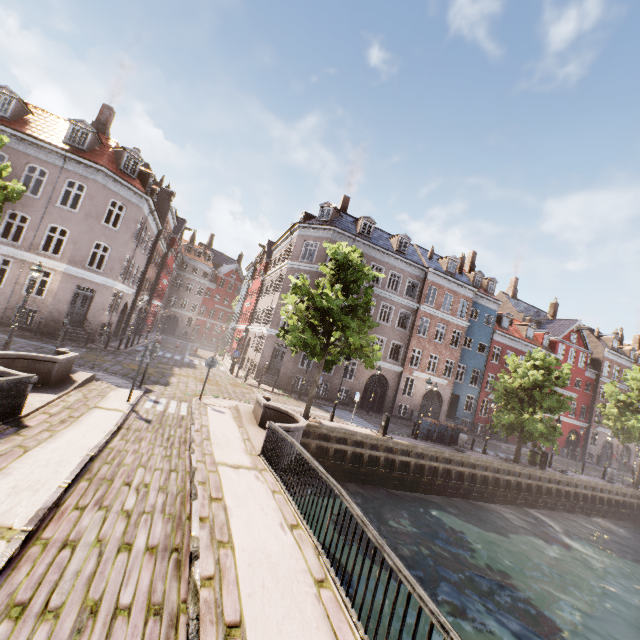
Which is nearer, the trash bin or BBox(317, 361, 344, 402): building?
the trash bin

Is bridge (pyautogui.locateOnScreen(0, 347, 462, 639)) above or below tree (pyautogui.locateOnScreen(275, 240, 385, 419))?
below

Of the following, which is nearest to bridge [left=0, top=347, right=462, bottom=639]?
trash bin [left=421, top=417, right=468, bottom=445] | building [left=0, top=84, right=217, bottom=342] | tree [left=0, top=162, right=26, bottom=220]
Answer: tree [left=0, top=162, right=26, bottom=220]

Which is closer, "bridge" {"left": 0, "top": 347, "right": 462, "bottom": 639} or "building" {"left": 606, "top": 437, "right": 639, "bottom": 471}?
"bridge" {"left": 0, "top": 347, "right": 462, "bottom": 639}

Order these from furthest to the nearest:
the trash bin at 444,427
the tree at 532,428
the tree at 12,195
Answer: the trash bin at 444,427, the tree at 532,428, the tree at 12,195

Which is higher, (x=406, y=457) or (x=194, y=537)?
(x=194, y=537)

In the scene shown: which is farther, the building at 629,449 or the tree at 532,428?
the building at 629,449

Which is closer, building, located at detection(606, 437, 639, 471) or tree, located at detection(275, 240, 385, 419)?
tree, located at detection(275, 240, 385, 419)
